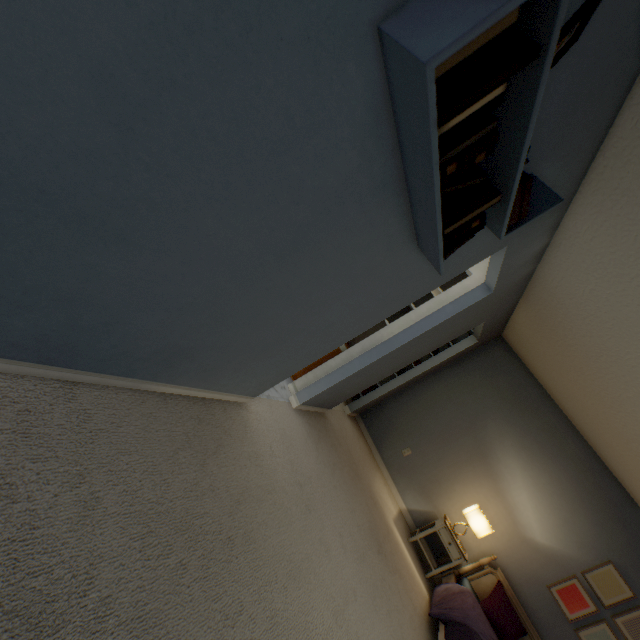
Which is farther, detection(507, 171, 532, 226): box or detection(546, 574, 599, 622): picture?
detection(546, 574, 599, 622): picture

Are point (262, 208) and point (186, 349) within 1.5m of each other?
yes

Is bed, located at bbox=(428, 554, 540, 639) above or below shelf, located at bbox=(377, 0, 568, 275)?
below

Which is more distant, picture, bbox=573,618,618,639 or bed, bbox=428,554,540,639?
picture, bbox=573,618,618,639

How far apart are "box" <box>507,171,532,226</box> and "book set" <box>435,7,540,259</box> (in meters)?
0.14

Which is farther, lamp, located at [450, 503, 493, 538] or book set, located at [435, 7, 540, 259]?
lamp, located at [450, 503, 493, 538]

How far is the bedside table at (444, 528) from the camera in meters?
3.8

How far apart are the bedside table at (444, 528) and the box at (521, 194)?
3.89m
